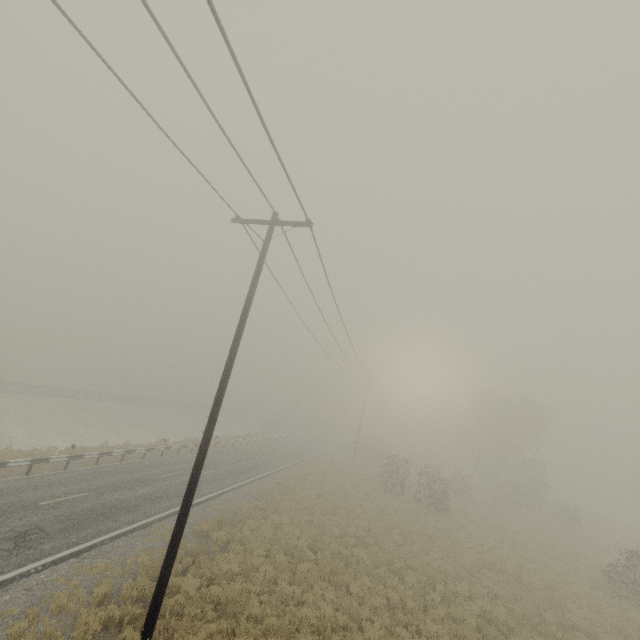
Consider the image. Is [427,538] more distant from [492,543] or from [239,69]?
[239,69]
